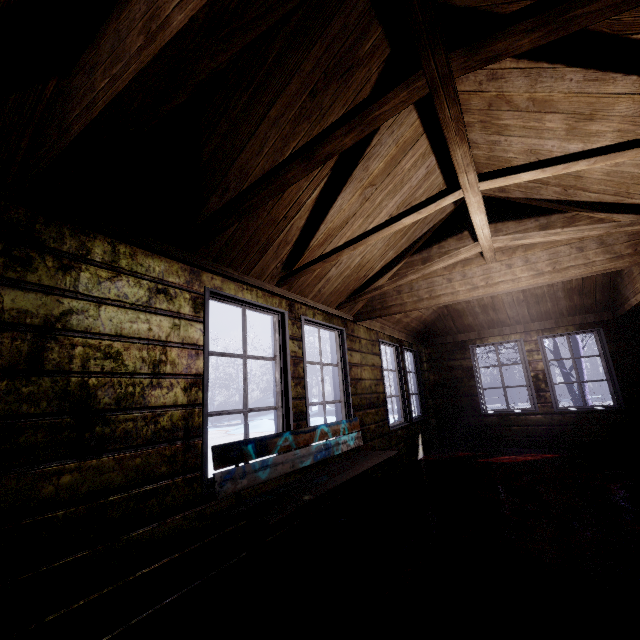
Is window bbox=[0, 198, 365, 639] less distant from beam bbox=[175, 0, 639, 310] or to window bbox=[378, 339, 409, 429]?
beam bbox=[175, 0, 639, 310]

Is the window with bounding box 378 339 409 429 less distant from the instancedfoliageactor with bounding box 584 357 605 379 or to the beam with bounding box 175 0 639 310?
the beam with bounding box 175 0 639 310

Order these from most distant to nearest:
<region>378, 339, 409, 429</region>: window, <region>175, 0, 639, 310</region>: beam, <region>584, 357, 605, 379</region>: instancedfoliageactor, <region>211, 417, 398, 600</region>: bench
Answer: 1. <region>584, 357, 605, 379</region>: instancedfoliageactor
2. <region>378, 339, 409, 429</region>: window
3. <region>211, 417, 398, 600</region>: bench
4. <region>175, 0, 639, 310</region>: beam

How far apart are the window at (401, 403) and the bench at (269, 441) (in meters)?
1.13

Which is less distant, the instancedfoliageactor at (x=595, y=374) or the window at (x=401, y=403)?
the window at (x=401, y=403)

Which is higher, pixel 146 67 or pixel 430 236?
pixel 430 236

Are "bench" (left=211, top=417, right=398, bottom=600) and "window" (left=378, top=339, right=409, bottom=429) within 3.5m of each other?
yes

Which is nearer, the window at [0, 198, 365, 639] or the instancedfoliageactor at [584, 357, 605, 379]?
the window at [0, 198, 365, 639]
